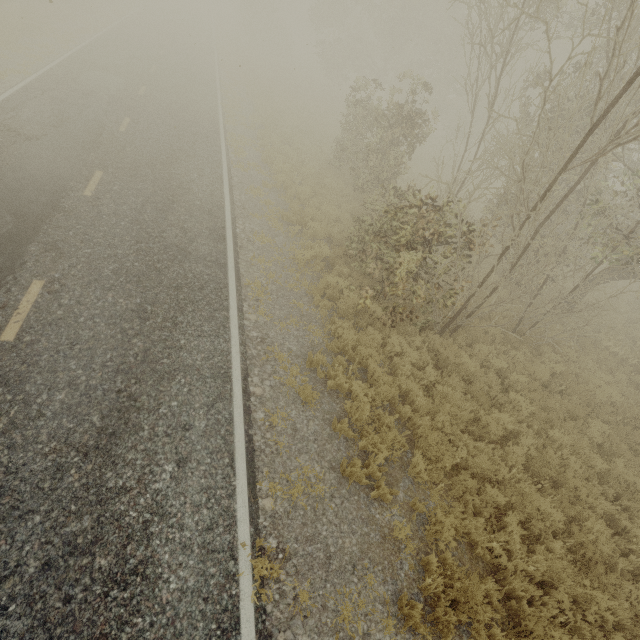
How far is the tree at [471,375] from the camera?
8.41m

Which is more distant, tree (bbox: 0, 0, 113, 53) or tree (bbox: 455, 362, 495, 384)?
tree (bbox: 0, 0, 113, 53)

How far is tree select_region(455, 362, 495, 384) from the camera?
8.4m

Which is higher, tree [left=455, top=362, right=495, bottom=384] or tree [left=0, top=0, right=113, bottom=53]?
tree [left=0, top=0, right=113, bottom=53]

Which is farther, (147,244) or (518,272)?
(518,272)

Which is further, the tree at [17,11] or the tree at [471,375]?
the tree at [17,11]
